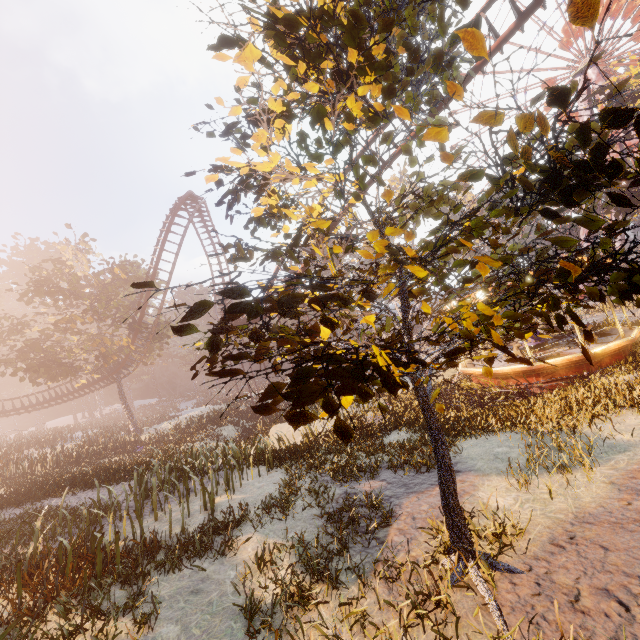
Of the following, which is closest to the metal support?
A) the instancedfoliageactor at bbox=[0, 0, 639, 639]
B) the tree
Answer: the instancedfoliageactor at bbox=[0, 0, 639, 639]

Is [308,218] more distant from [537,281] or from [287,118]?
[537,281]

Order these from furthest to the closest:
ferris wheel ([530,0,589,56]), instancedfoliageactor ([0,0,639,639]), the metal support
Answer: ferris wheel ([530,0,589,56]) → the metal support → instancedfoliageactor ([0,0,639,639])

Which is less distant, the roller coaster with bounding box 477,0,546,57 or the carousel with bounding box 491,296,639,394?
the roller coaster with bounding box 477,0,546,57

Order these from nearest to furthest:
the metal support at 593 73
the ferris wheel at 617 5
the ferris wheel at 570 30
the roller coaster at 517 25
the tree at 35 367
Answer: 1. the roller coaster at 517 25
2. the tree at 35 367
3. the ferris wheel at 617 5
4. the metal support at 593 73
5. the ferris wheel at 570 30

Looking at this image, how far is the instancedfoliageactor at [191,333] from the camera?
2.2m

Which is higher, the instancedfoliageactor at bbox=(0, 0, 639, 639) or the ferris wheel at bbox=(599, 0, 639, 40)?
the ferris wheel at bbox=(599, 0, 639, 40)

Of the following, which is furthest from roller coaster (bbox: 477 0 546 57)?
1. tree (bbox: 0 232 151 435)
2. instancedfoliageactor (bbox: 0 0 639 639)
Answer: instancedfoliageactor (bbox: 0 0 639 639)
